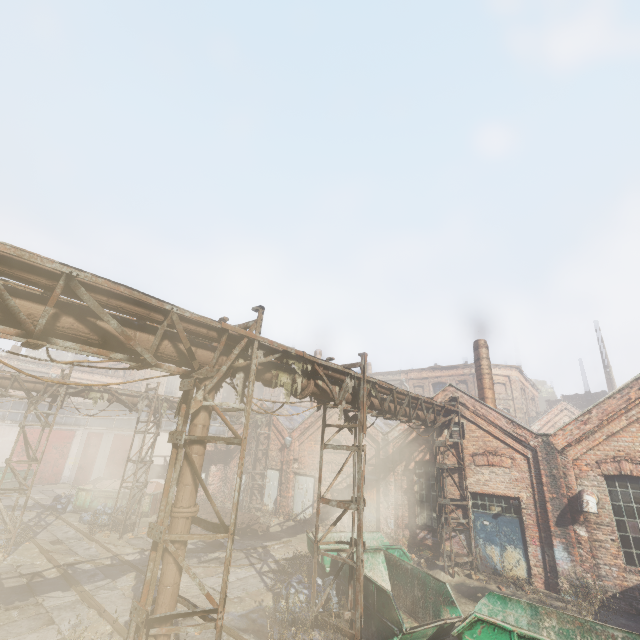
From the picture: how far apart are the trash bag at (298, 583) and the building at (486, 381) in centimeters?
1069cm

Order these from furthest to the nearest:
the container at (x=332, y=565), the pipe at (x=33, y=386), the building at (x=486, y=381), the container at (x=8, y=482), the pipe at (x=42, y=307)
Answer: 1. the container at (x=8, y=482)
2. the building at (x=486, y=381)
3. the pipe at (x=33, y=386)
4. the container at (x=332, y=565)
5. the pipe at (x=42, y=307)

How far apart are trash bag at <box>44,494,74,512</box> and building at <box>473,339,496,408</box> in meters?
23.6

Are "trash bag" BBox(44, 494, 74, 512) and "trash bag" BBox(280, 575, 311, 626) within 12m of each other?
no

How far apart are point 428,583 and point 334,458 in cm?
982

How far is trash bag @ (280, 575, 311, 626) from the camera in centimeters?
854cm

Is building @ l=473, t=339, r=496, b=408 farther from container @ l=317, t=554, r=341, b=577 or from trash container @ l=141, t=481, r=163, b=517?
trash container @ l=141, t=481, r=163, b=517

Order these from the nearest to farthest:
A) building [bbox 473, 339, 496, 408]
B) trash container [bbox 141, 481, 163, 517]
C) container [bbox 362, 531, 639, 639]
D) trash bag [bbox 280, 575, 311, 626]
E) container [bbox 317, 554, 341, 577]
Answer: container [bbox 362, 531, 639, 639], trash bag [bbox 280, 575, 311, 626], container [bbox 317, 554, 341, 577], building [bbox 473, 339, 496, 408], trash container [bbox 141, 481, 163, 517]
